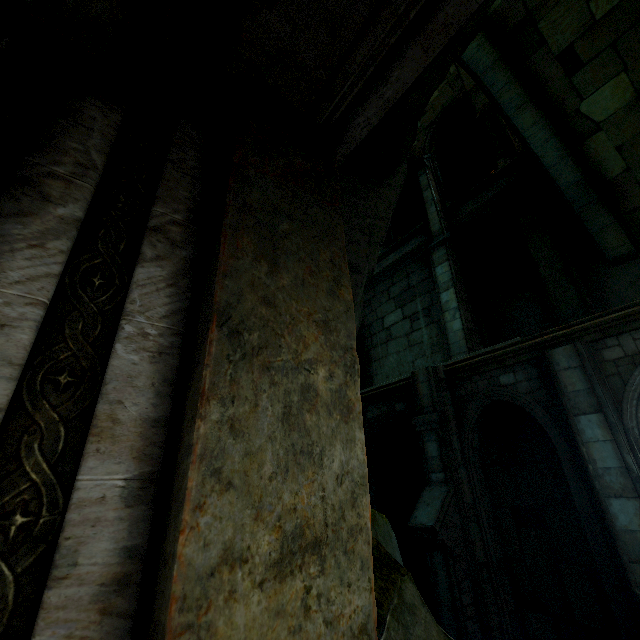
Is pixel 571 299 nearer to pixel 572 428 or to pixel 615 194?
pixel 615 194

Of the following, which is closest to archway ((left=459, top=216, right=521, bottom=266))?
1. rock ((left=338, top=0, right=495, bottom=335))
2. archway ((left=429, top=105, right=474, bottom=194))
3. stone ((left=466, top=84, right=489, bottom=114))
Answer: archway ((left=429, top=105, right=474, bottom=194))

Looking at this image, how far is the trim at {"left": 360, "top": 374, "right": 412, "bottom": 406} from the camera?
8.88m

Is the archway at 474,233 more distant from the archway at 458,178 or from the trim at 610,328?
the trim at 610,328

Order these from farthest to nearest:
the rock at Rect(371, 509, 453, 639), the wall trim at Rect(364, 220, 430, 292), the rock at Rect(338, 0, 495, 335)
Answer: the wall trim at Rect(364, 220, 430, 292) → the rock at Rect(338, 0, 495, 335) → the rock at Rect(371, 509, 453, 639)

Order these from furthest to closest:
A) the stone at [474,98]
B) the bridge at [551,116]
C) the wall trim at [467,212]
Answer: the stone at [474,98] → the wall trim at [467,212] → the bridge at [551,116]

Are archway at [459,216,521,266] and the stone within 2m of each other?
no

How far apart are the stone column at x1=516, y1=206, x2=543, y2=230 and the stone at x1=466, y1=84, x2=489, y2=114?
5.10m
